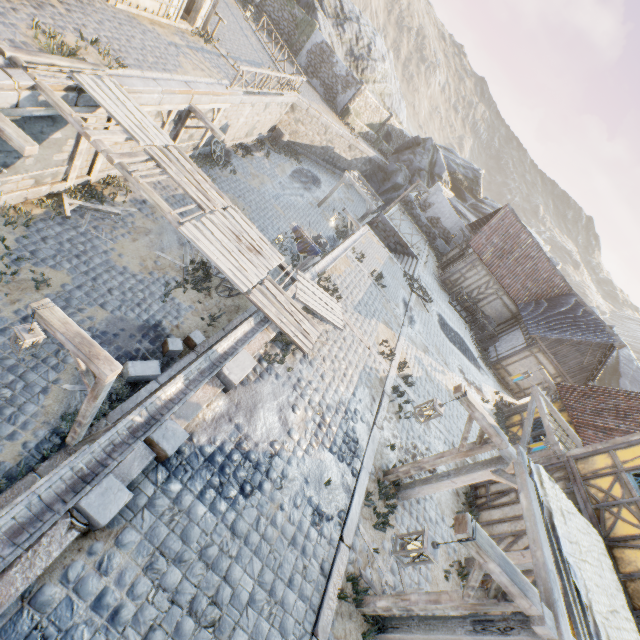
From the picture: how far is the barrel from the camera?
23.1m

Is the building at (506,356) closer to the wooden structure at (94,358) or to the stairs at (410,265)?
the stairs at (410,265)

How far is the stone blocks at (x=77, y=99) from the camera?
7.0 meters

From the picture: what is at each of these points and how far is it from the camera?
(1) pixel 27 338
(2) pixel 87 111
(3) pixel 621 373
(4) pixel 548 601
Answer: (1) street light, 4.8m
(2) wooden structure, 8.1m
(3) rock, 30.3m
(4) awning, 4.3m

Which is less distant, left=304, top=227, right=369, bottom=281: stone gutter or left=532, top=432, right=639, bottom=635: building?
left=532, top=432, right=639, bottom=635: building

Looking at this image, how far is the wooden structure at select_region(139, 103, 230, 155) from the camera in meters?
10.8

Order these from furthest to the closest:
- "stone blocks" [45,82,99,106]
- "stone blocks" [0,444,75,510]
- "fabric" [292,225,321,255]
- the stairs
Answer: the stairs, "fabric" [292,225,321,255], "stone blocks" [45,82,99,106], "stone blocks" [0,444,75,510]

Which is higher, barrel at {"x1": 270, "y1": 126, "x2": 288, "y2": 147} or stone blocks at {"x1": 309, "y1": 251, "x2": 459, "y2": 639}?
stone blocks at {"x1": 309, "y1": 251, "x2": 459, "y2": 639}
